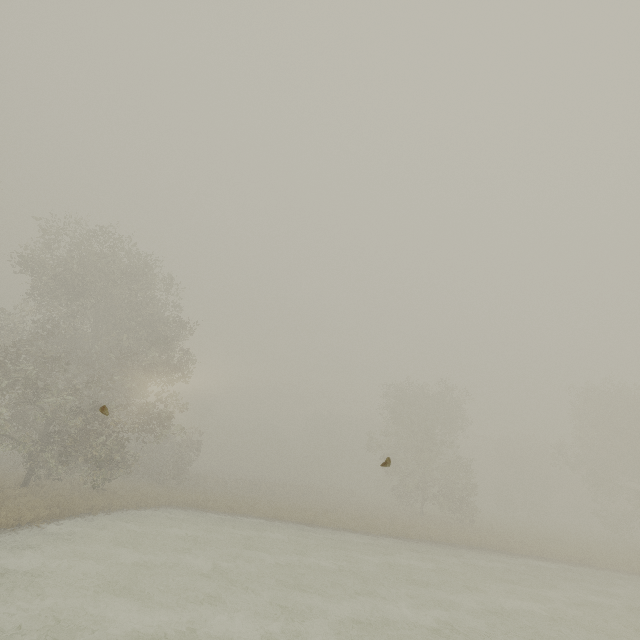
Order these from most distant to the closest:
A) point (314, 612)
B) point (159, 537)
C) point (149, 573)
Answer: point (159, 537), point (149, 573), point (314, 612)
